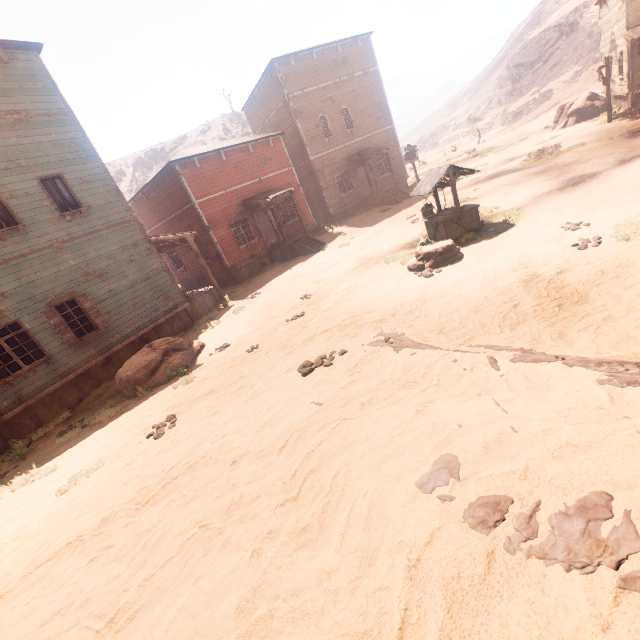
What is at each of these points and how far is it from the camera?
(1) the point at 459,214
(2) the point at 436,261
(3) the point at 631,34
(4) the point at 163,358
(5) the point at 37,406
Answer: (1) well, 10.6m
(2) instancedfoliageactor, 9.4m
(3) building, 17.7m
(4) instancedfoliageactor, 10.0m
(5) building, 10.4m

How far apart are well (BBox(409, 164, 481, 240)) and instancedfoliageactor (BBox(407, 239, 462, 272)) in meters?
0.7 m

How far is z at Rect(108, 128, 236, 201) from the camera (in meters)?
57.53

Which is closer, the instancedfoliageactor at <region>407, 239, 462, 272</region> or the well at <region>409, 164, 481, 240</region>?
the instancedfoliageactor at <region>407, 239, 462, 272</region>

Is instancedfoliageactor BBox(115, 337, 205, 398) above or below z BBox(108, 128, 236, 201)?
below

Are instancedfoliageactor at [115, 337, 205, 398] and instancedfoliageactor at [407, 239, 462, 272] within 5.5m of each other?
no

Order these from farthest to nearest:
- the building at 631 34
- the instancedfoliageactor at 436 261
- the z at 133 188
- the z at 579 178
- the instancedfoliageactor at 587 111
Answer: the z at 133 188 < the instancedfoliageactor at 587 111 < the building at 631 34 < the instancedfoliageactor at 436 261 < the z at 579 178

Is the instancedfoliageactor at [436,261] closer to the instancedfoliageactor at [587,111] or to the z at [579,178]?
the z at [579,178]
